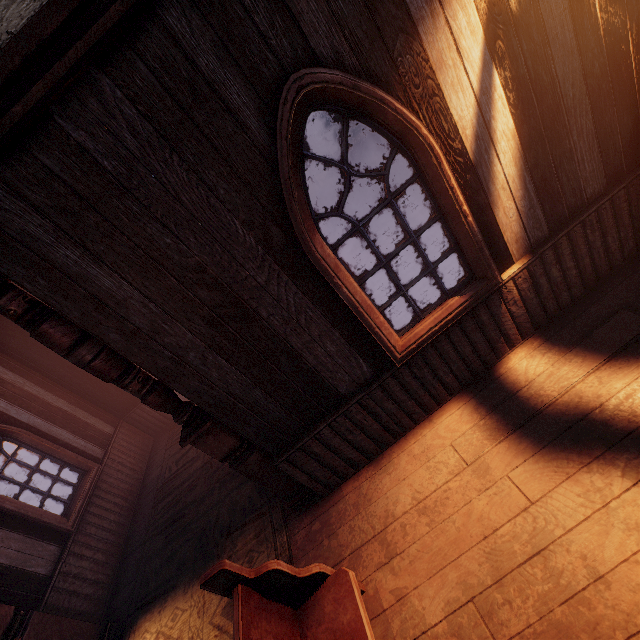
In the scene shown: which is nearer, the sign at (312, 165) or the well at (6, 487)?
the well at (6, 487)

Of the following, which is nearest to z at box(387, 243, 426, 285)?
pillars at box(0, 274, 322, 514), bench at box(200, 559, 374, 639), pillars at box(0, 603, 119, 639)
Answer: pillars at box(0, 274, 322, 514)

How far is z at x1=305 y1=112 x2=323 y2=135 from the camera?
37.0m

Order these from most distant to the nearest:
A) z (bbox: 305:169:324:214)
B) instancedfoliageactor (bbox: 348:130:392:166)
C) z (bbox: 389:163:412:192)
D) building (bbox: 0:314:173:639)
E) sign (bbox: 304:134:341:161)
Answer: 1. z (bbox: 305:169:324:214)
2. sign (bbox: 304:134:341:161)
3. instancedfoliageactor (bbox: 348:130:392:166)
4. z (bbox: 389:163:412:192)
5. building (bbox: 0:314:173:639)

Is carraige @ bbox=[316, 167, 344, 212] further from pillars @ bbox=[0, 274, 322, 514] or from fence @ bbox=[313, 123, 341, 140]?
fence @ bbox=[313, 123, 341, 140]

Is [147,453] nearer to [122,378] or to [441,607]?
[122,378]

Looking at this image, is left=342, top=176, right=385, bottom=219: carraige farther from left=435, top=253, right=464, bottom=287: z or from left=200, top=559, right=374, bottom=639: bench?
left=200, top=559, right=374, bottom=639: bench

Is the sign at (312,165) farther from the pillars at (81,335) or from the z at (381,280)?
the pillars at (81,335)
